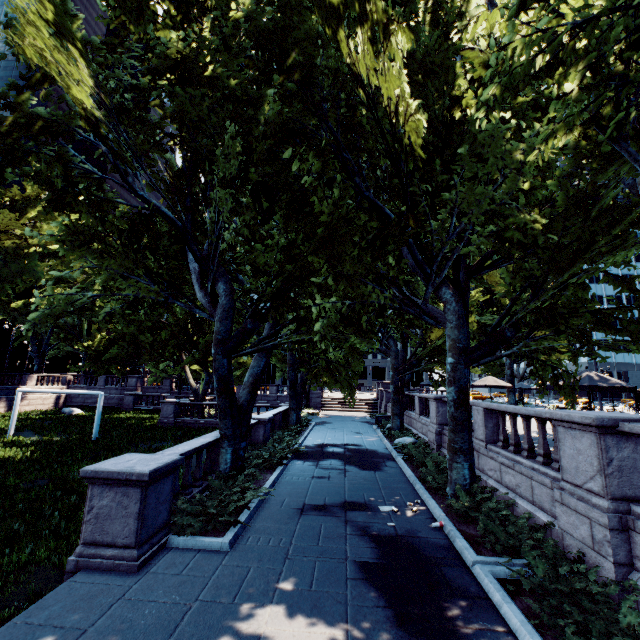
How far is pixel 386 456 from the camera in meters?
16.5 m

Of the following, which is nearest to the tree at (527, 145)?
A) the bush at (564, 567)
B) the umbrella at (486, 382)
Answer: the umbrella at (486, 382)

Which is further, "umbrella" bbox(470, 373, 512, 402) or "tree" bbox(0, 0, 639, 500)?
"umbrella" bbox(470, 373, 512, 402)

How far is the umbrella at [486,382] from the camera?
21.8 meters

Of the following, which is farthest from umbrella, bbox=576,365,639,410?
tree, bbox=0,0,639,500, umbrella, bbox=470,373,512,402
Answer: umbrella, bbox=470,373,512,402

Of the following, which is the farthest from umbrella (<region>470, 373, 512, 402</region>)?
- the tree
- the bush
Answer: the bush

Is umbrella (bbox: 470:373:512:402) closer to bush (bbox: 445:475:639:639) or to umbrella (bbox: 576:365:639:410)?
umbrella (bbox: 576:365:639:410)

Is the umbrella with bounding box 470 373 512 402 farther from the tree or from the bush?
the bush
